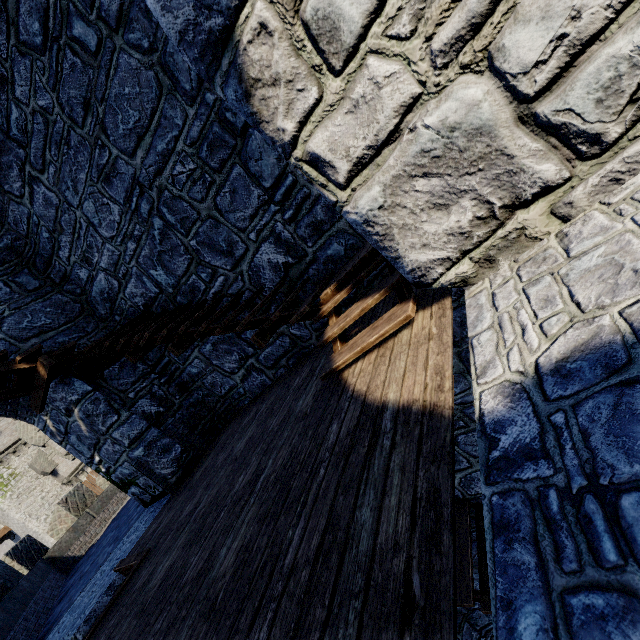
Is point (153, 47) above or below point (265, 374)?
above
